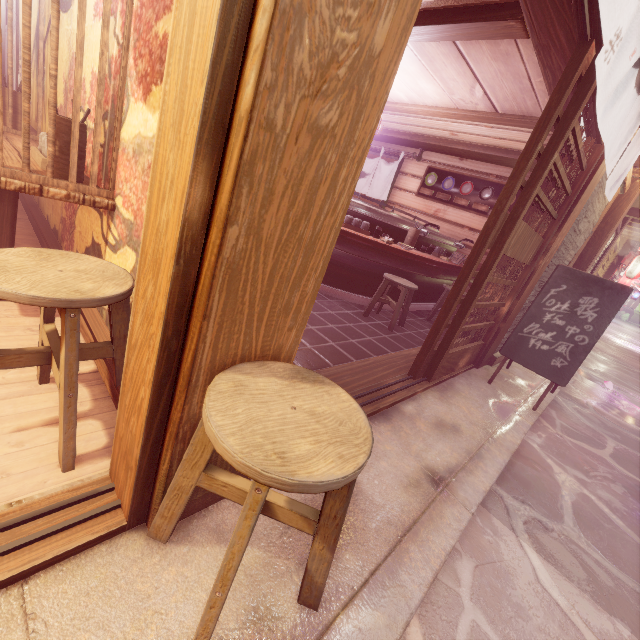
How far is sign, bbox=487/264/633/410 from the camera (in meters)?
6.06

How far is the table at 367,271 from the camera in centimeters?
788cm

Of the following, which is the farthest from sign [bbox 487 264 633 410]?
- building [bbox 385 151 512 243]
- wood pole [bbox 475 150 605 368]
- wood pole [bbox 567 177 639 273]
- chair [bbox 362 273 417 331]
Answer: wood pole [bbox 567 177 639 273]

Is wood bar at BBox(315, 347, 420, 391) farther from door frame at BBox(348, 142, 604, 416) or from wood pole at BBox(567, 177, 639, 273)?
wood pole at BBox(567, 177, 639, 273)

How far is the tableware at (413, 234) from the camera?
8.8 meters

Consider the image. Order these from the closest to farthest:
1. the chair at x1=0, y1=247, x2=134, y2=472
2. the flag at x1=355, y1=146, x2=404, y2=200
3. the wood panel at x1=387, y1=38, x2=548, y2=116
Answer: the chair at x1=0, y1=247, x2=134, y2=472
the wood panel at x1=387, y1=38, x2=548, y2=116
the flag at x1=355, y1=146, x2=404, y2=200

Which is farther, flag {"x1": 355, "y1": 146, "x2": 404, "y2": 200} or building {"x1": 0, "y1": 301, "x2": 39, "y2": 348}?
flag {"x1": 355, "y1": 146, "x2": 404, "y2": 200}

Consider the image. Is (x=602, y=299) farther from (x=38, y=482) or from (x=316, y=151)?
(x=38, y=482)
